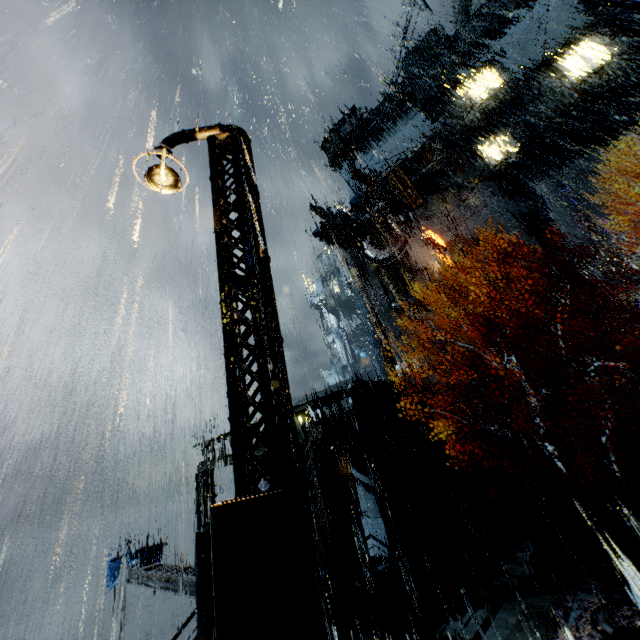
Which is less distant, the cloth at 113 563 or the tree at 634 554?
the tree at 634 554

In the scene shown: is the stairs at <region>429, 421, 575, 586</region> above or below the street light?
below

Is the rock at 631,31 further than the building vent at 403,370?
No

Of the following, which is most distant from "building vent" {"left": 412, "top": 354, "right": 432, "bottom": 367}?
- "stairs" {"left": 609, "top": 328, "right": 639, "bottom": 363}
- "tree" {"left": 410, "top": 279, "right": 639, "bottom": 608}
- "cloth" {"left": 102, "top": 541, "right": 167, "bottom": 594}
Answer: "cloth" {"left": 102, "top": 541, "right": 167, "bottom": 594}

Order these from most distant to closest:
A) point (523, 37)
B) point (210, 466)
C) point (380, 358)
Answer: point (380, 358)
point (523, 37)
point (210, 466)

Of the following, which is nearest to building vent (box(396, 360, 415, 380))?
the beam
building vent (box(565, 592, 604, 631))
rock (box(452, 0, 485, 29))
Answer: building vent (box(565, 592, 604, 631))

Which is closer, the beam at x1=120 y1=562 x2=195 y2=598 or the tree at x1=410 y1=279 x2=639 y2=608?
the tree at x1=410 y1=279 x2=639 y2=608

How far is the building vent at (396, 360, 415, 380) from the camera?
38.18m
